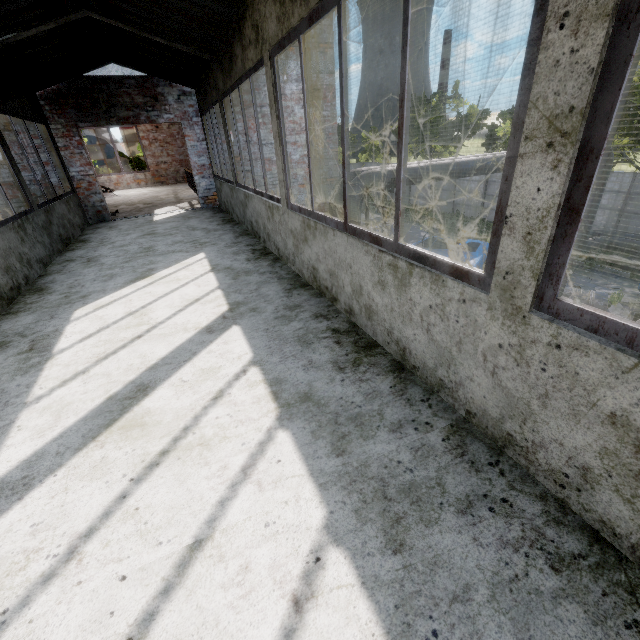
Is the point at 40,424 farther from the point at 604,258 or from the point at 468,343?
the point at 604,258

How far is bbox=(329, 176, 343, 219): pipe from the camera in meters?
9.7

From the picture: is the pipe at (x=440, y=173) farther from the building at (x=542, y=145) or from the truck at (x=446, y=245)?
the truck at (x=446, y=245)

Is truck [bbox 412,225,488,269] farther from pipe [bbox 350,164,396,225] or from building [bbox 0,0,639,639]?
building [bbox 0,0,639,639]

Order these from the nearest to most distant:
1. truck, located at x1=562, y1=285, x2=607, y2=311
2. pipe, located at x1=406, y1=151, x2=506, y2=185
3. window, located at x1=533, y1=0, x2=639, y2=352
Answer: window, located at x1=533, y1=0, x2=639, y2=352
truck, located at x1=562, y1=285, x2=607, y2=311
pipe, located at x1=406, y1=151, x2=506, y2=185

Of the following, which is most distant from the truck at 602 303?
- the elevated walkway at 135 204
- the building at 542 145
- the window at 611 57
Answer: the window at 611 57

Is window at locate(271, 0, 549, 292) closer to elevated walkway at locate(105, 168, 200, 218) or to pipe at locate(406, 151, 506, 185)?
pipe at locate(406, 151, 506, 185)
